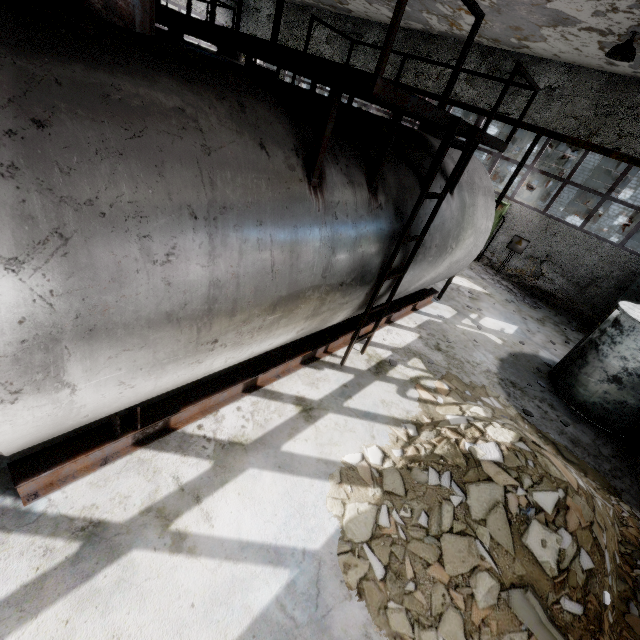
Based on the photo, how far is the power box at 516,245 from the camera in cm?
1264

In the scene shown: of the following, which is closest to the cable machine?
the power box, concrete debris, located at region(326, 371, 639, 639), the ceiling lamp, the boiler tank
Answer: the power box

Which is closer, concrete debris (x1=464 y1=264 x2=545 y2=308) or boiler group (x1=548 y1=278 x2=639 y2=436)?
boiler group (x1=548 y1=278 x2=639 y2=436)

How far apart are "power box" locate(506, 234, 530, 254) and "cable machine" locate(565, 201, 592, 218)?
26.4 meters

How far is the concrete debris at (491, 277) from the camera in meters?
11.7

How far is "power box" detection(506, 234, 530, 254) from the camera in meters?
12.6

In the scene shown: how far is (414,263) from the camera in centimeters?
529cm

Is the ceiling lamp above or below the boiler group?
above
